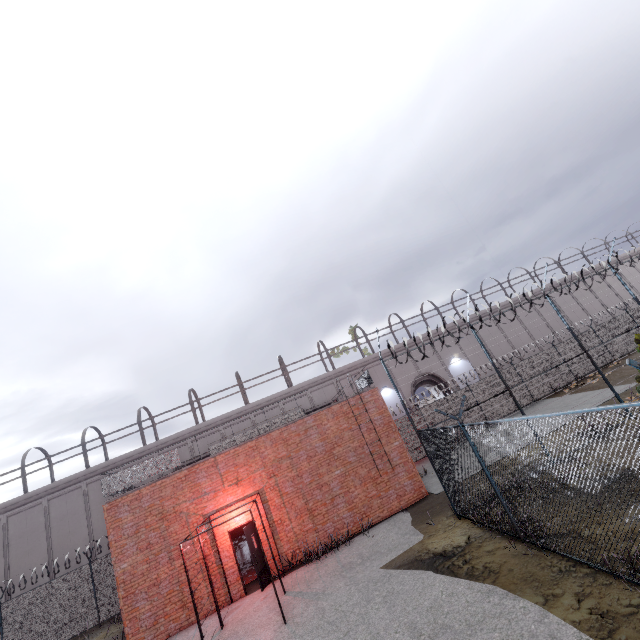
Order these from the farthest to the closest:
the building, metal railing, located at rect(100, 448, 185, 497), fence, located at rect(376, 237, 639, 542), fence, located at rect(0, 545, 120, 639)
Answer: fence, located at rect(0, 545, 120, 639), metal railing, located at rect(100, 448, 185, 497), the building, fence, located at rect(376, 237, 639, 542)

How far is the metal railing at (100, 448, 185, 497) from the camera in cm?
1261

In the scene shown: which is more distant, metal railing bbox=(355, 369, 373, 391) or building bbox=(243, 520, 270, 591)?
metal railing bbox=(355, 369, 373, 391)

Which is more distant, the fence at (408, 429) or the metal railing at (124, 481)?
the metal railing at (124, 481)

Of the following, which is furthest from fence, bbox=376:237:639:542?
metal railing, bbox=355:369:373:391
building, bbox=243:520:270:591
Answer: building, bbox=243:520:270:591

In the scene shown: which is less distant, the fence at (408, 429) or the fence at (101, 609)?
the fence at (408, 429)

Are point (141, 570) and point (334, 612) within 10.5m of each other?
yes
